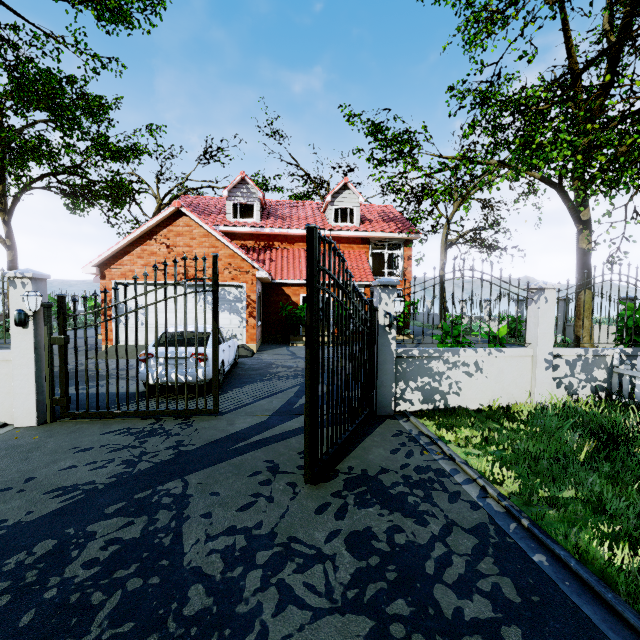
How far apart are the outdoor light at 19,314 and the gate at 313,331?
4.7 meters

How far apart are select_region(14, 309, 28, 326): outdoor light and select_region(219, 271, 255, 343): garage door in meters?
7.5

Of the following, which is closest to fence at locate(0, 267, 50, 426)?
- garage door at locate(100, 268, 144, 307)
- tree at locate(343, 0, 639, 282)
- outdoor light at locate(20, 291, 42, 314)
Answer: outdoor light at locate(20, 291, 42, 314)

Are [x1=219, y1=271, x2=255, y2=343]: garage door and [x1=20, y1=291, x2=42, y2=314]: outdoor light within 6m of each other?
no

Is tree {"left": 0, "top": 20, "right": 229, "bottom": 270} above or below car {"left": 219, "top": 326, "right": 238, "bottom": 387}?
above

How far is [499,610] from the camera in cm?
223

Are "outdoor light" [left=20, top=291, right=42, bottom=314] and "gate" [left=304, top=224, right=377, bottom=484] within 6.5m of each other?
yes

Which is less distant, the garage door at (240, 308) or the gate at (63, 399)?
the gate at (63, 399)
